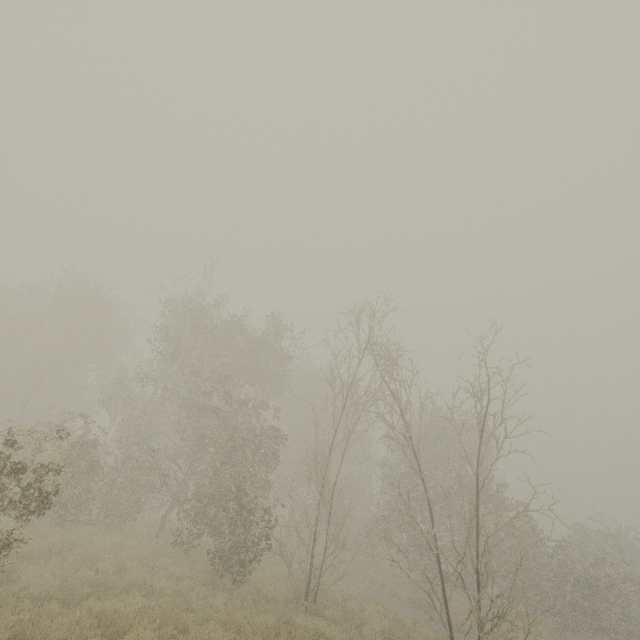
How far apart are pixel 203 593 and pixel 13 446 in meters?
8.2
